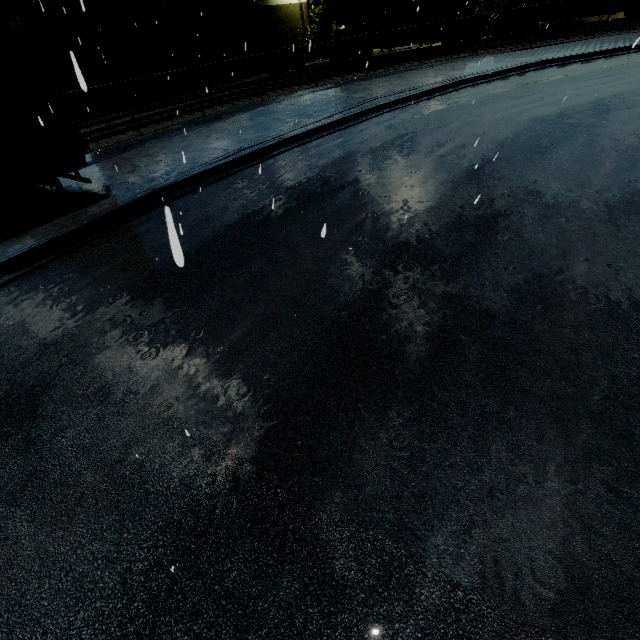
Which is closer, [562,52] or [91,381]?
[91,381]

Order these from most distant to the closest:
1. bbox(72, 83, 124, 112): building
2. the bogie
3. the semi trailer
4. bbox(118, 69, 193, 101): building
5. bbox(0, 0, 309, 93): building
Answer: the bogie, bbox(118, 69, 193, 101): building, bbox(72, 83, 124, 112): building, bbox(0, 0, 309, 93): building, the semi trailer

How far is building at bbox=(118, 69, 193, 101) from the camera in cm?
2564

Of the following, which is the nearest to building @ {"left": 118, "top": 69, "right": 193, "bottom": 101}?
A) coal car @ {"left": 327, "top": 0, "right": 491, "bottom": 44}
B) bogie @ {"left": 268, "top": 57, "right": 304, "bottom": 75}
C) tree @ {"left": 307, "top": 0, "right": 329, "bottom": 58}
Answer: tree @ {"left": 307, "top": 0, "right": 329, "bottom": 58}

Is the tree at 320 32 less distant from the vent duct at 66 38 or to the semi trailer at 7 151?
the vent duct at 66 38

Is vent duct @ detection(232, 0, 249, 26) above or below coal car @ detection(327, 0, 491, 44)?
above

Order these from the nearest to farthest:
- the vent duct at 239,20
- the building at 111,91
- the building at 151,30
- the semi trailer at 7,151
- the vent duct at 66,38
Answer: the semi trailer at 7,151
the vent duct at 66,38
the building at 151,30
the building at 111,91
the vent duct at 239,20

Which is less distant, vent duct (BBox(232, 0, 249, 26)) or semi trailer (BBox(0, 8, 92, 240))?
semi trailer (BBox(0, 8, 92, 240))
